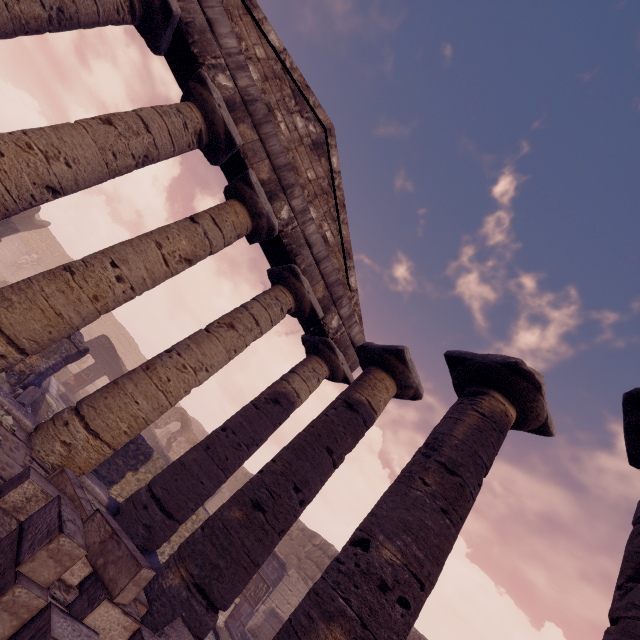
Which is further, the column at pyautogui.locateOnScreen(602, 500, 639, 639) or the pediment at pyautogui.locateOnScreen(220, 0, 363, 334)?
the pediment at pyautogui.locateOnScreen(220, 0, 363, 334)

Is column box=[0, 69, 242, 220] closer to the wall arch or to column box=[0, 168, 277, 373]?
column box=[0, 168, 277, 373]

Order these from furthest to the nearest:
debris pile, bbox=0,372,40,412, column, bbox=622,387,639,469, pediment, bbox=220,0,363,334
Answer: debris pile, bbox=0,372,40,412 → pediment, bbox=220,0,363,334 → column, bbox=622,387,639,469

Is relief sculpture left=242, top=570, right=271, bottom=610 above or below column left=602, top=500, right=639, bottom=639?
below

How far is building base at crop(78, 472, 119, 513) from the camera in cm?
556

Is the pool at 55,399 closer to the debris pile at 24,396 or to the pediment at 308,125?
the debris pile at 24,396

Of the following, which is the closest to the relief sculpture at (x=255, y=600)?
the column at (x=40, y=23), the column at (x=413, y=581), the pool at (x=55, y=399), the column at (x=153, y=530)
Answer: the pool at (x=55, y=399)

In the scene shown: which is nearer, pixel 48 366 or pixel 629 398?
pixel 629 398
